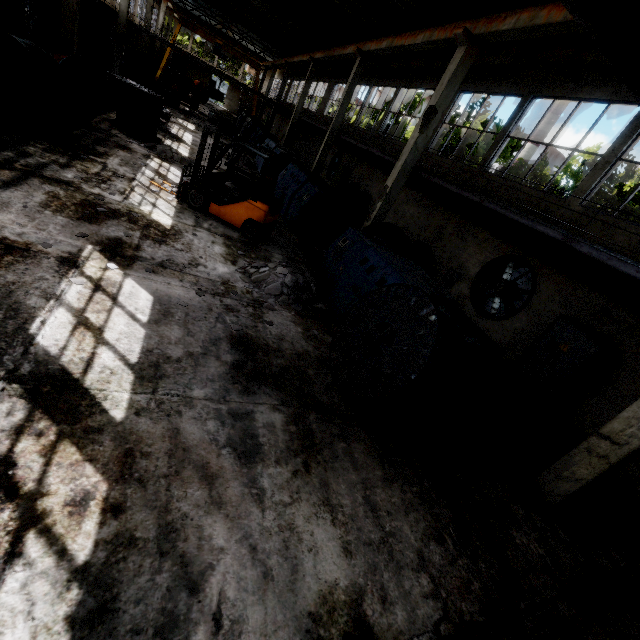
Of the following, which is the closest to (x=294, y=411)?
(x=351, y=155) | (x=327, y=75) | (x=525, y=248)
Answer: (x=525, y=248)

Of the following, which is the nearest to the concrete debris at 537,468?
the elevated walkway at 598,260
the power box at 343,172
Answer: the elevated walkway at 598,260

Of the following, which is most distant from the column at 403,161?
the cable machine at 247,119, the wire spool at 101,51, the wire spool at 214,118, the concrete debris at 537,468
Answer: the wire spool at 101,51

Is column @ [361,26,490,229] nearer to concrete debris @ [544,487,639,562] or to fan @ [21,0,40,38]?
concrete debris @ [544,487,639,562]

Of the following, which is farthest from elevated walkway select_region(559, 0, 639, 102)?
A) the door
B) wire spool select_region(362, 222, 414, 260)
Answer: the door

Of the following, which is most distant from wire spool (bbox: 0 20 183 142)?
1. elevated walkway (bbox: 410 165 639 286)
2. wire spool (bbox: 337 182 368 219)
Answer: wire spool (bbox: 337 182 368 219)

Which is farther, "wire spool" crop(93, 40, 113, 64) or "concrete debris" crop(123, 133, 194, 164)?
"wire spool" crop(93, 40, 113, 64)

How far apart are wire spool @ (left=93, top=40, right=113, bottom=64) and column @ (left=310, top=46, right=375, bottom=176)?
18.34m
